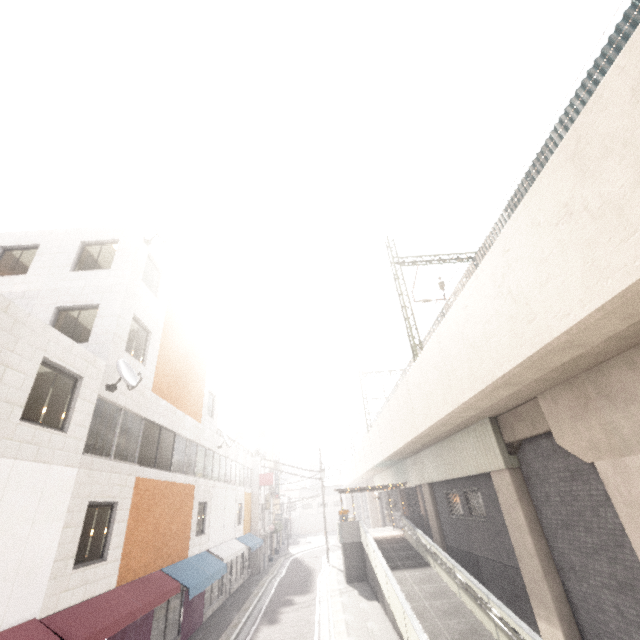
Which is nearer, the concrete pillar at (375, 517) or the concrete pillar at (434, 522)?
the concrete pillar at (434, 522)

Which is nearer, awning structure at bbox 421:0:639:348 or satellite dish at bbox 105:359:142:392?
awning structure at bbox 421:0:639:348

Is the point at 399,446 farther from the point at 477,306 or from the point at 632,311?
the point at 632,311

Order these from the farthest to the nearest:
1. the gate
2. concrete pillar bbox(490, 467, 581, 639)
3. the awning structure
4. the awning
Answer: the gate < concrete pillar bbox(490, 467, 581, 639) < the awning structure < the awning

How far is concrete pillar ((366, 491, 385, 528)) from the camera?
36.57m

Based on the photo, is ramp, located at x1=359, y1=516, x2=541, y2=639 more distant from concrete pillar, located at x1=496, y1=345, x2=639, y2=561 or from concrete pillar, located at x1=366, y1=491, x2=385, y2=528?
concrete pillar, located at x1=366, y1=491, x2=385, y2=528

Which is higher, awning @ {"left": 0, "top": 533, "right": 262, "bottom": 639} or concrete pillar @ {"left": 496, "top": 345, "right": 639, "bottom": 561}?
concrete pillar @ {"left": 496, "top": 345, "right": 639, "bottom": 561}

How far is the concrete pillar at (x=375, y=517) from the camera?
36.6m
